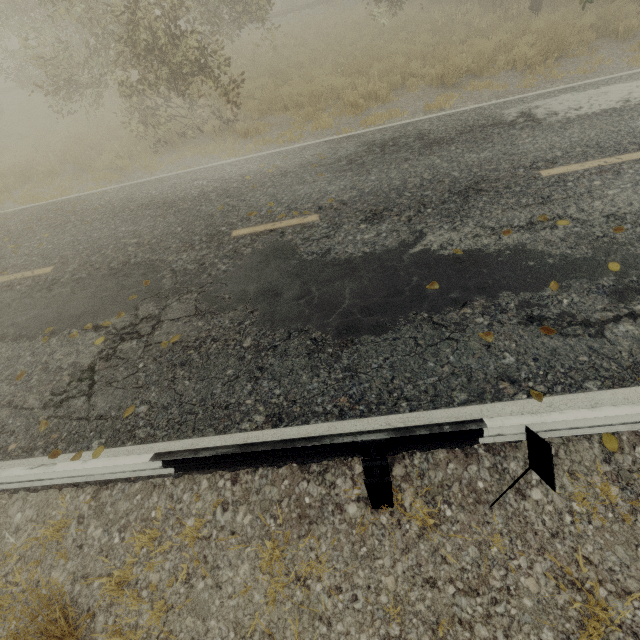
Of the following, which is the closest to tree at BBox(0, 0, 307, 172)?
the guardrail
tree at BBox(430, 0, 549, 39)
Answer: tree at BBox(430, 0, 549, 39)

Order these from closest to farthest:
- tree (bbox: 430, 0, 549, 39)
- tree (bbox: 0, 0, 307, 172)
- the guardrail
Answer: the guardrail < tree (bbox: 0, 0, 307, 172) < tree (bbox: 430, 0, 549, 39)

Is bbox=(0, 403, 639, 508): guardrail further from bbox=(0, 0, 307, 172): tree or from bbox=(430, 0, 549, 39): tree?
bbox=(430, 0, 549, 39): tree

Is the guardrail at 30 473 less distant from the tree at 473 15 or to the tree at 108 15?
the tree at 108 15

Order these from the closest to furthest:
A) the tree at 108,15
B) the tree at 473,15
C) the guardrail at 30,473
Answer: the guardrail at 30,473
the tree at 108,15
the tree at 473,15

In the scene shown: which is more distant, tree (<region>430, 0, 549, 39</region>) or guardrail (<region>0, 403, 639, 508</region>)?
tree (<region>430, 0, 549, 39</region>)

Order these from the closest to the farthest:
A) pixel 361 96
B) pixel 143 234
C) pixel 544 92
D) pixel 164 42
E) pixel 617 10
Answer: pixel 143 234, pixel 544 92, pixel 164 42, pixel 617 10, pixel 361 96
